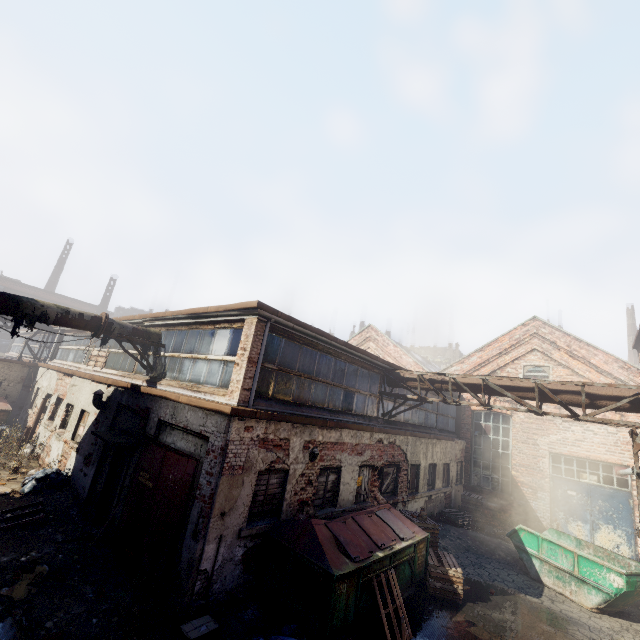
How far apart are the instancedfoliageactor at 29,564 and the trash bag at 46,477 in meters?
3.9

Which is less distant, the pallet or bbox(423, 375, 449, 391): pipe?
the pallet

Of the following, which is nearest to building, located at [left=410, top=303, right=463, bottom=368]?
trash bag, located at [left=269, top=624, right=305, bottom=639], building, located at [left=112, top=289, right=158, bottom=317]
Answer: building, located at [left=112, top=289, right=158, bottom=317]

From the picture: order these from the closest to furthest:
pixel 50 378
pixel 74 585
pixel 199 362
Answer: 1. pixel 74 585
2. pixel 199 362
3. pixel 50 378

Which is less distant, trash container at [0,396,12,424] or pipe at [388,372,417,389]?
pipe at [388,372,417,389]

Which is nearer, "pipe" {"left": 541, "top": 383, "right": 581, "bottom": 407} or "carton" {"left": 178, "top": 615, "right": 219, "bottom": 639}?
"carton" {"left": 178, "top": 615, "right": 219, "bottom": 639}

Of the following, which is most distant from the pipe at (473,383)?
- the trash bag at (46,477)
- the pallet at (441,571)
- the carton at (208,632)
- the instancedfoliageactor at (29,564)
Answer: the trash bag at (46,477)

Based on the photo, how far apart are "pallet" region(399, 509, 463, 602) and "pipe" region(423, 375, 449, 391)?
4.8m
